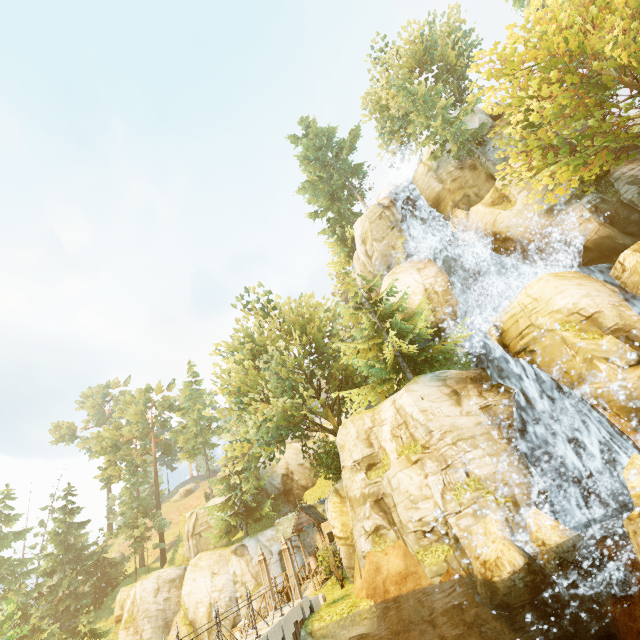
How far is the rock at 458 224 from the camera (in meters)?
24.88

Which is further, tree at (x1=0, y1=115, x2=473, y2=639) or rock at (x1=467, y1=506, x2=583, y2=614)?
tree at (x1=0, y1=115, x2=473, y2=639)

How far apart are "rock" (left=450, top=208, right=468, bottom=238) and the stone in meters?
24.9 m

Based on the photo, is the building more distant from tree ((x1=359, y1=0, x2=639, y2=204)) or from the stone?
the stone

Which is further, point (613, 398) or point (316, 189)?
point (316, 189)

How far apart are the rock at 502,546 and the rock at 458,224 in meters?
19.4

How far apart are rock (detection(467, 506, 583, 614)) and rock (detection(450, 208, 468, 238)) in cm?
1939

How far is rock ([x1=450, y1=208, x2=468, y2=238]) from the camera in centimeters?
2488cm
